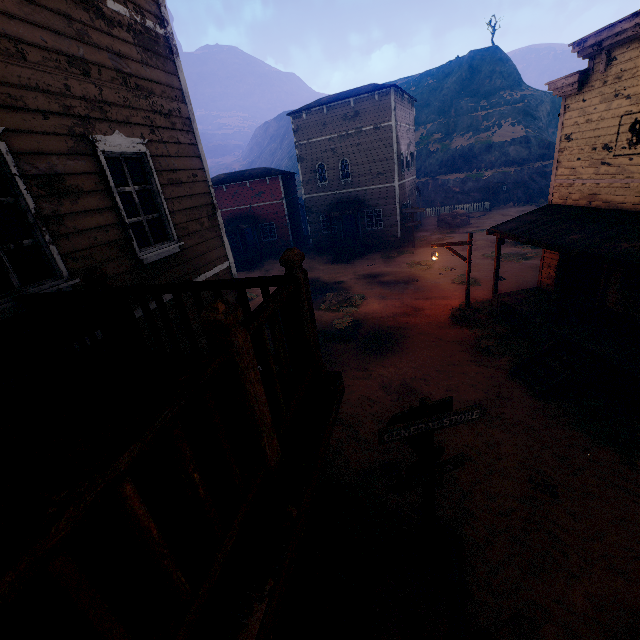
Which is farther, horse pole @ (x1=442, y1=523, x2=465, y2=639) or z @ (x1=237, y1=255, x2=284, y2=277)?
z @ (x1=237, y1=255, x2=284, y2=277)

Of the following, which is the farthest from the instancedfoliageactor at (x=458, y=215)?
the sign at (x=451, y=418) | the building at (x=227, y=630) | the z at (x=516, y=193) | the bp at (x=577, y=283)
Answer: the sign at (x=451, y=418)

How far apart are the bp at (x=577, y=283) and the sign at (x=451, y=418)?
9.9 meters

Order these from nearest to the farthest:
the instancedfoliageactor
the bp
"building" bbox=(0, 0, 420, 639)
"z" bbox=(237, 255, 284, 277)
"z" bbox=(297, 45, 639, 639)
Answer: "building" bbox=(0, 0, 420, 639) < "z" bbox=(297, 45, 639, 639) < the bp < "z" bbox=(237, 255, 284, 277) < the instancedfoliageactor

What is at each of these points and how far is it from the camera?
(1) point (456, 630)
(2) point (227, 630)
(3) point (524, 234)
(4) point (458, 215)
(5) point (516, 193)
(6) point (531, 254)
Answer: (1) horse pole, 4.1m
(2) building, 1.3m
(3) building, 10.4m
(4) instancedfoliageactor, 30.6m
(5) z, 35.5m
(6) z, 20.0m

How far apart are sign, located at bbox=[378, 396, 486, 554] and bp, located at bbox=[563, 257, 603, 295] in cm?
989

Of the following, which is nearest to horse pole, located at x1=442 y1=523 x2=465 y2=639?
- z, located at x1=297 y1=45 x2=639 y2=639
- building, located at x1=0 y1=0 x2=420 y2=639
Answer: z, located at x1=297 y1=45 x2=639 y2=639

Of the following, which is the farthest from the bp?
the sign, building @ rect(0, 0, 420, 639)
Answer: the sign
